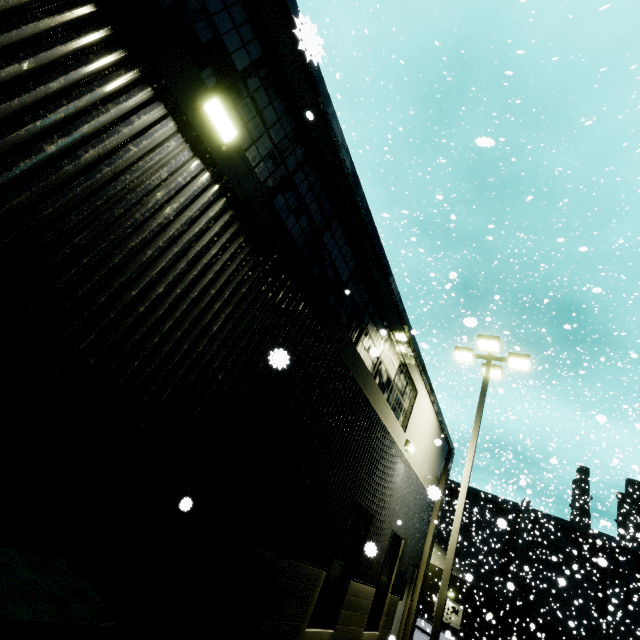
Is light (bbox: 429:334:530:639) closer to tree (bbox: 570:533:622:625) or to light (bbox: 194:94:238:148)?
tree (bbox: 570:533:622:625)

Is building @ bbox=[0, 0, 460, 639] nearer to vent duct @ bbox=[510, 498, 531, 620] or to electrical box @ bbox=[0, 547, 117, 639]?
vent duct @ bbox=[510, 498, 531, 620]

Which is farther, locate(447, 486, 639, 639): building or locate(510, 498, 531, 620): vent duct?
locate(510, 498, 531, 620): vent duct

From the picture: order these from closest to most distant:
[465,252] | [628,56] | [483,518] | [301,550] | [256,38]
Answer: [256,38], [301,550], [628,56], [465,252], [483,518]

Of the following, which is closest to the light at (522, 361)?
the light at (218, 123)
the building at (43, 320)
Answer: the building at (43, 320)

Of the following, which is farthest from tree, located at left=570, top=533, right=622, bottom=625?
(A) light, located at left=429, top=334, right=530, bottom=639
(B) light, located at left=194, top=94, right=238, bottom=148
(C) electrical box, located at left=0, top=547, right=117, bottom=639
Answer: (B) light, located at left=194, top=94, right=238, bottom=148

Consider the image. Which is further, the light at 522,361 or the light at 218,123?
the light at 522,361

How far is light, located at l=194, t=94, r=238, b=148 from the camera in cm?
358
